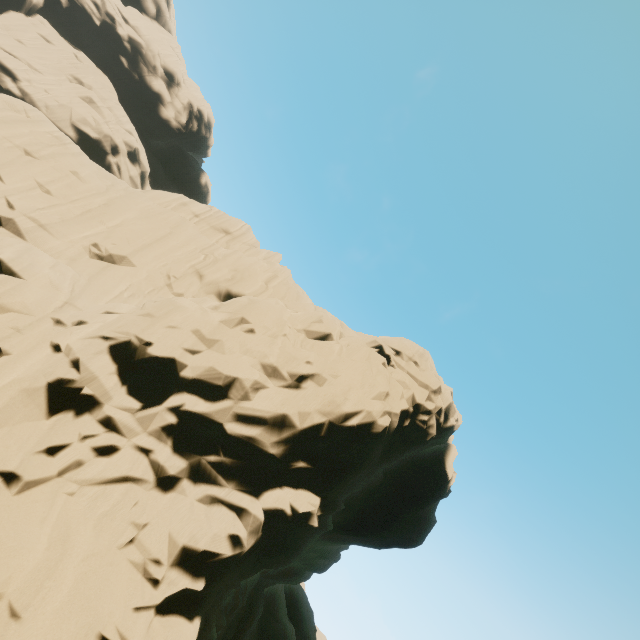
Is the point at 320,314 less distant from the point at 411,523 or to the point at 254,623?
the point at 411,523
